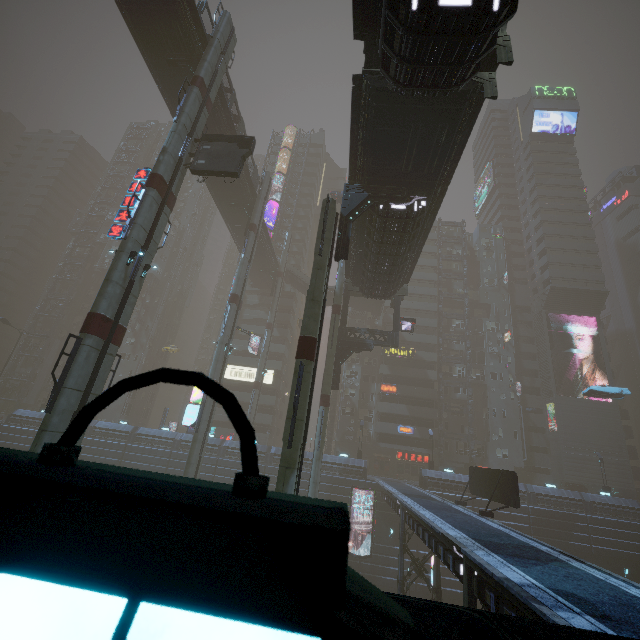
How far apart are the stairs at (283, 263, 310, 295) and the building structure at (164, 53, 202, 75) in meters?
31.3

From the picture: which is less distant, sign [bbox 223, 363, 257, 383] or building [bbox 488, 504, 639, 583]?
building [bbox 488, 504, 639, 583]

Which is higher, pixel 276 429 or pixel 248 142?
pixel 248 142

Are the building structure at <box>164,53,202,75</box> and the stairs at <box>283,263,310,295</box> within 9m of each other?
no

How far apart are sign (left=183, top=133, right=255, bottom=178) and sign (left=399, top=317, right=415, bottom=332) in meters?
20.3 m

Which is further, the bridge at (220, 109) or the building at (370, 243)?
the bridge at (220, 109)

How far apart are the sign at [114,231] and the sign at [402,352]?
41.6m

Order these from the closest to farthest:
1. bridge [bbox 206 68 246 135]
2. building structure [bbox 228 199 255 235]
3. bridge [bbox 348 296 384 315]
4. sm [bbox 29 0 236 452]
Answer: sm [bbox 29 0 236 452] → bridge [bbox 206 68 246 135] → building structure [bbox 228 199 255 235] → bridge [bbox 348 296 384 315]
